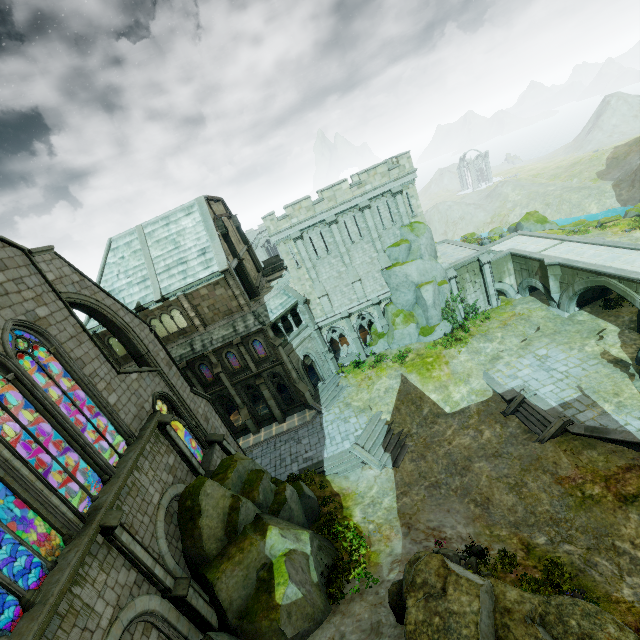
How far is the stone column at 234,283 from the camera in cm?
2633

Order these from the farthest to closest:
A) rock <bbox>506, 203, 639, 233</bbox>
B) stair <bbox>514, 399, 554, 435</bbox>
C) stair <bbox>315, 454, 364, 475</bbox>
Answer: rock <bbox>506, 203, 639, 233</bbox> < stair <bbox>315, 454, 364, 475</bbox> < stair <bbox>514, 399, 554, 435</bbox>

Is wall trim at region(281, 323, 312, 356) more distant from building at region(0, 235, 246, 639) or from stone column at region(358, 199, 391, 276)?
stone column at region(358, 199, 391, 276)

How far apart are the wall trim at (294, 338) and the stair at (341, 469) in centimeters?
943cm

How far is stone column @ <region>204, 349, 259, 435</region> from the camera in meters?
27.2

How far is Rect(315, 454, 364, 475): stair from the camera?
22.84m

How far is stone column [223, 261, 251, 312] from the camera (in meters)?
26.33

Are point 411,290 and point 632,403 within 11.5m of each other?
no
